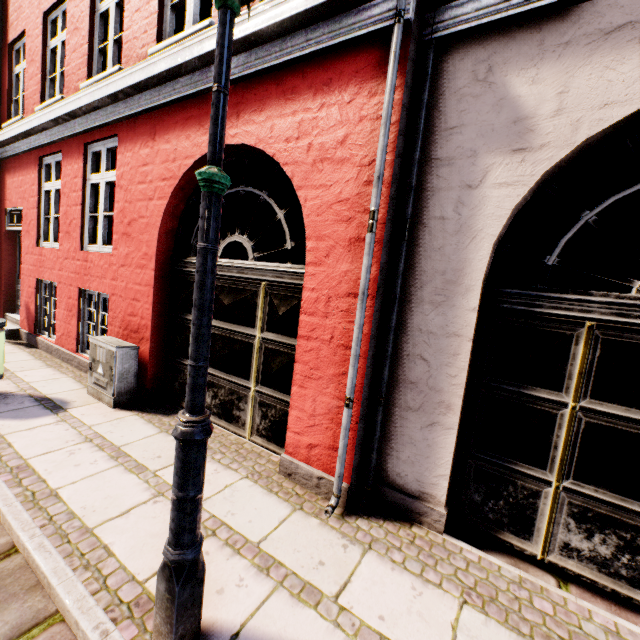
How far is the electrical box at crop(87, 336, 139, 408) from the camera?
4.26m

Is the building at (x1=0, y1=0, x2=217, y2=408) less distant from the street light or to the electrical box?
the electrical box

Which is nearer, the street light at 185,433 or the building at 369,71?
the street light at 185,433

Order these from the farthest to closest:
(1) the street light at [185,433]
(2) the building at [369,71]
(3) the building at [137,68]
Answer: (3) the building at [137,68] < (2) the building at [369,71] < (1) the street light at [185,433]

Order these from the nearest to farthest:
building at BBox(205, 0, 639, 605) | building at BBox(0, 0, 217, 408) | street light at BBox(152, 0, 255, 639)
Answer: street light at BBox(152, 0, 255, 639)
building at BBox(205, 0, 639, 605)
building at BBox(0, 0, 217, 408)

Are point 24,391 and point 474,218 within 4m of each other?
no
